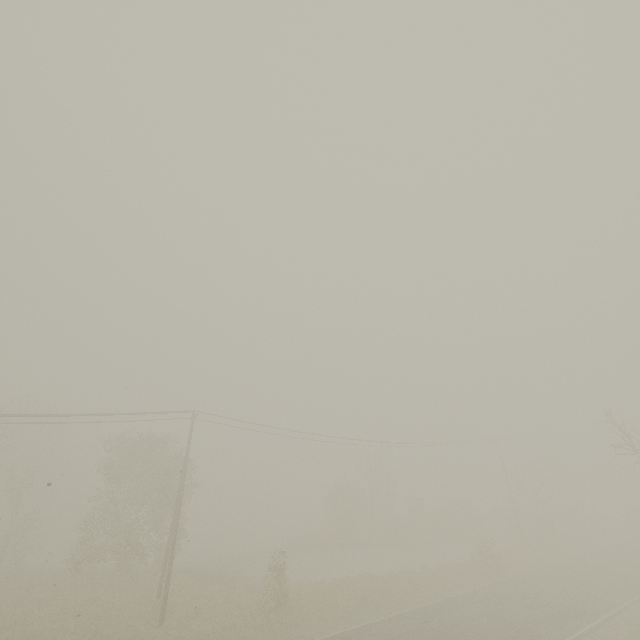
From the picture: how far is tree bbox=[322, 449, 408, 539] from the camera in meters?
40.8 m

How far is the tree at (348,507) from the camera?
40.84m

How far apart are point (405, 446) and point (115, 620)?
27.93m
